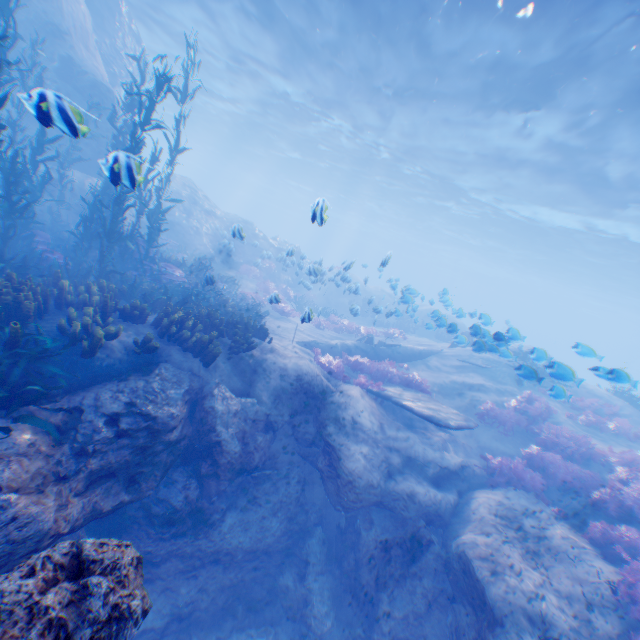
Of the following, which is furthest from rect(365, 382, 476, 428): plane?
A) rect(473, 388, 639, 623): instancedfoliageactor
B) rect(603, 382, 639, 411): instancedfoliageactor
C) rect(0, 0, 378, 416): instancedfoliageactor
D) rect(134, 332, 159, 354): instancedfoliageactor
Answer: rect(603, 382, 639, 411): instancedfoliageactor

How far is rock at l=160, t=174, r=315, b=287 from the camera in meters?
19.5

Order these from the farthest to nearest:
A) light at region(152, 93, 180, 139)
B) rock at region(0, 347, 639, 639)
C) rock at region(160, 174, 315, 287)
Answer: light at region(152, 93, 180, 139) → rock at region(160, 174, 315, 287) → rock at region(0, 347, 639, 639)

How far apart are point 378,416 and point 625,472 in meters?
7.2 m

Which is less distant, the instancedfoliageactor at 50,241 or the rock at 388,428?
the rock at 388,428

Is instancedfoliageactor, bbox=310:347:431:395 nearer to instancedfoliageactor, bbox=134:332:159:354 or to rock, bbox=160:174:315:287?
rock, bbox=160:174:315:287

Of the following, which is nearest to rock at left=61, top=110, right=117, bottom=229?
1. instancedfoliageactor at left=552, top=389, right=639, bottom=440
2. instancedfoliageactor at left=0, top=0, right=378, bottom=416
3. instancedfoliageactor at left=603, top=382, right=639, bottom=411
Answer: instancedfoliageactor at left=0, top=0, right=378, bottom=416

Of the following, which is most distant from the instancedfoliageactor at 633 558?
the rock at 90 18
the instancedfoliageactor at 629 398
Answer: the instancedfoliageactor at 629 398
